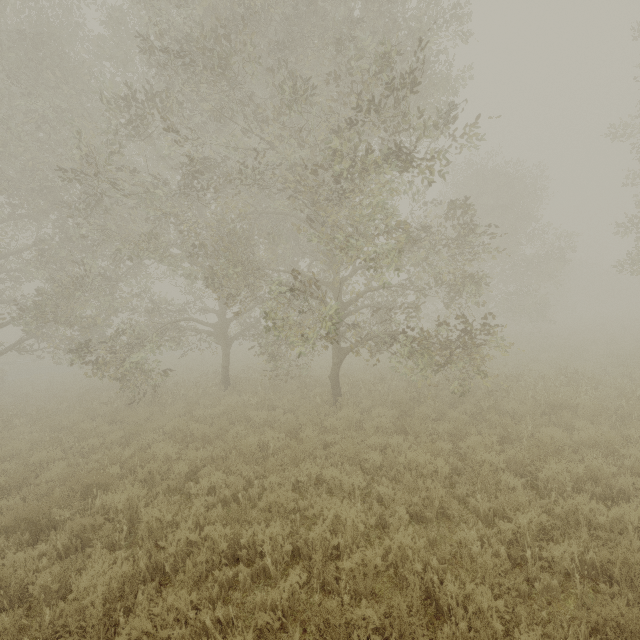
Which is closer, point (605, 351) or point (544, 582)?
point (544, 582)
